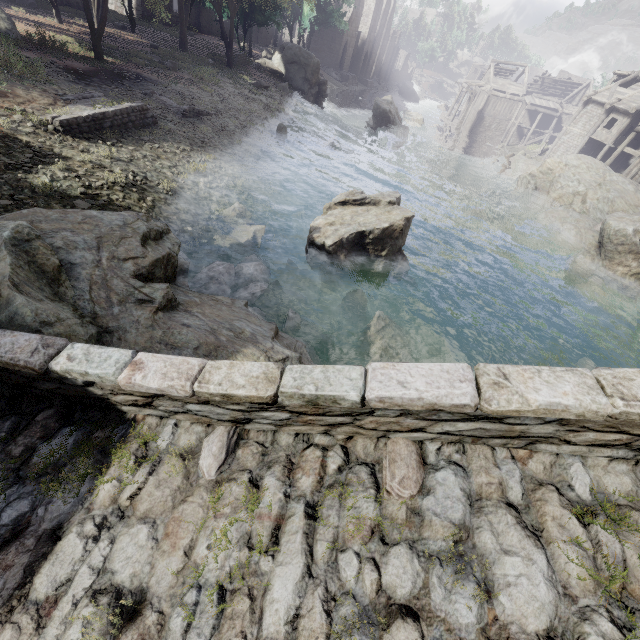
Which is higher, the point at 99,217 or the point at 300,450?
the point at 300,450

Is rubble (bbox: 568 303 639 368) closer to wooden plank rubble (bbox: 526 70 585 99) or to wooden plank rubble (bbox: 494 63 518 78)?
wooden plank rubble (bbox: 526 70 585 99)

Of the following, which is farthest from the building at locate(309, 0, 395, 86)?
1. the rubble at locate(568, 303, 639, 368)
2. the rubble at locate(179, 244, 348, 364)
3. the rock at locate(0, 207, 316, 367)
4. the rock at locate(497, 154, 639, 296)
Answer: the rubble at locate(179, 244, 348, 364)

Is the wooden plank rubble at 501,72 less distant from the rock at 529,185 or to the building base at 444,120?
the building base at 444,120

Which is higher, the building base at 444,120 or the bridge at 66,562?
the bridge at 66,562

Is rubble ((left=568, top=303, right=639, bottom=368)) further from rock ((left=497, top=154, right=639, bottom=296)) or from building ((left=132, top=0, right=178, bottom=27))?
building ((left=132, top=0, right=178, bottom=27))

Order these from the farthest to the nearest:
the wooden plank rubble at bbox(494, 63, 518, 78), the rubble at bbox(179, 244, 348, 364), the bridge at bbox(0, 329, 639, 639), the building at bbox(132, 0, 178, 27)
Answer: the wooden plank rubble at bbox(494, 63, 518, 78)
the building at bbox(132, 0, 178, 27)
the rubble at bbox(179, 244, 348, 364)
the bridge at bbox(0, 329, 639, 639)

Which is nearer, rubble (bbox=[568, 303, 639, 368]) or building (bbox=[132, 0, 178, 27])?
rubble (bbox=[568, 303, 639, 368])
